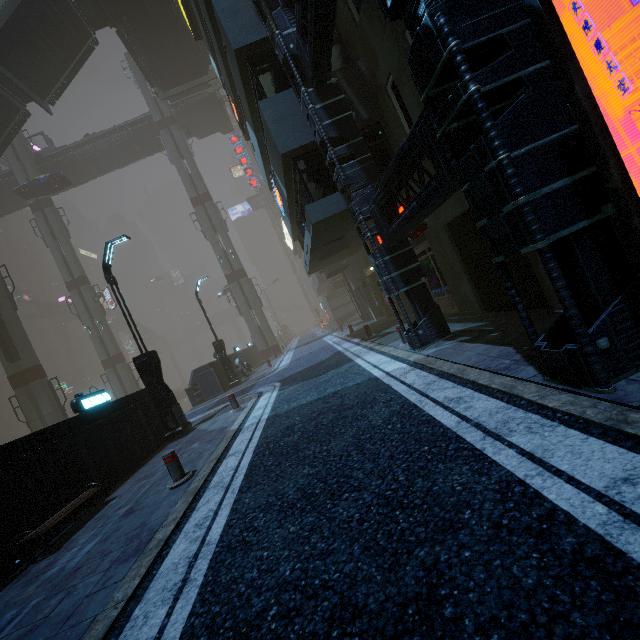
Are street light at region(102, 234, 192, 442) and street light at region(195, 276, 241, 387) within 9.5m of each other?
yes

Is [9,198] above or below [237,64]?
above

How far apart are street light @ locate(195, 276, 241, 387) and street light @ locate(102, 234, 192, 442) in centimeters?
818cm

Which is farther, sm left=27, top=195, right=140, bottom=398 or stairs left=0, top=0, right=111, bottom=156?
sm left=27, top=195, right=140, bottom=398

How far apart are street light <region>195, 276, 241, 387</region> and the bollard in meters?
13.4

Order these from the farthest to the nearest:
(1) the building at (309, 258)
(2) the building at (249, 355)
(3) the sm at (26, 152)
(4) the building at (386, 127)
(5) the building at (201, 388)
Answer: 1. (3) the sm at (26, 152)
2. (2) the building at (249, 355)
3. (5) the building at (201, 388)
4. (1) the building at (309, 258)
5. (4) the building at (386, 127)

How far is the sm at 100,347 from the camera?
33.53m

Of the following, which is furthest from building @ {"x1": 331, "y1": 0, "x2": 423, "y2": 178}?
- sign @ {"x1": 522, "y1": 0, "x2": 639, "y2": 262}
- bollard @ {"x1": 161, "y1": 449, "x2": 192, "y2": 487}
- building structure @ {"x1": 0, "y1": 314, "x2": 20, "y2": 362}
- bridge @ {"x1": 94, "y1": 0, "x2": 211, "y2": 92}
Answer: bollard @ {"x1": 161, "y1": 449, "x2": 192, "y2": 487}
